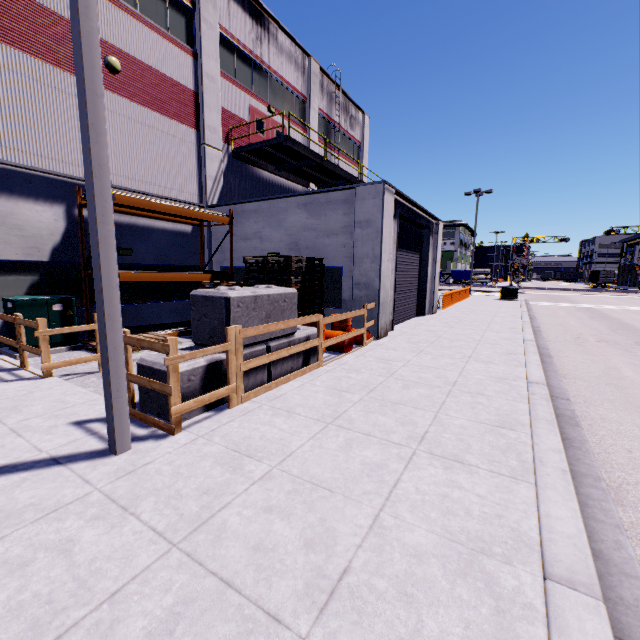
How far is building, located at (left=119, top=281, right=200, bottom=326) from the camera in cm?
1159

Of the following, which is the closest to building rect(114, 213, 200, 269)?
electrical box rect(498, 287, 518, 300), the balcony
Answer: the balcony

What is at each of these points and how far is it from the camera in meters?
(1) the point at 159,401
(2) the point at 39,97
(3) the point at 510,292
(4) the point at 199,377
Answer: (1) concrete block, 4.7 m
(2) building, 9.0 m
(3) electrical box, 27.2 m
(4) concrete block, 4.8 m

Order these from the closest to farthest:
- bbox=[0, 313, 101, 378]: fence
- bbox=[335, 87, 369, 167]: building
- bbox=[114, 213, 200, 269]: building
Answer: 1. bbox=[0, 313, 101, 378]: fence
2. bbox=[114, 213, 200, 269]: building
3. bbox=[335, 87, 369, 167]: building

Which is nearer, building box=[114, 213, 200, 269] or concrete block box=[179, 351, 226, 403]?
concrete block box=[179, 351, 226, 403]

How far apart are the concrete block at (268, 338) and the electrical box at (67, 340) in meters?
5.7 m

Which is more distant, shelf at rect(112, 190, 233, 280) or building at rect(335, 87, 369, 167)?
building at rect(335, 87, 369, 167)

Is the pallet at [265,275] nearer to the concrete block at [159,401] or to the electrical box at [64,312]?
the concrete block at [159,401]
